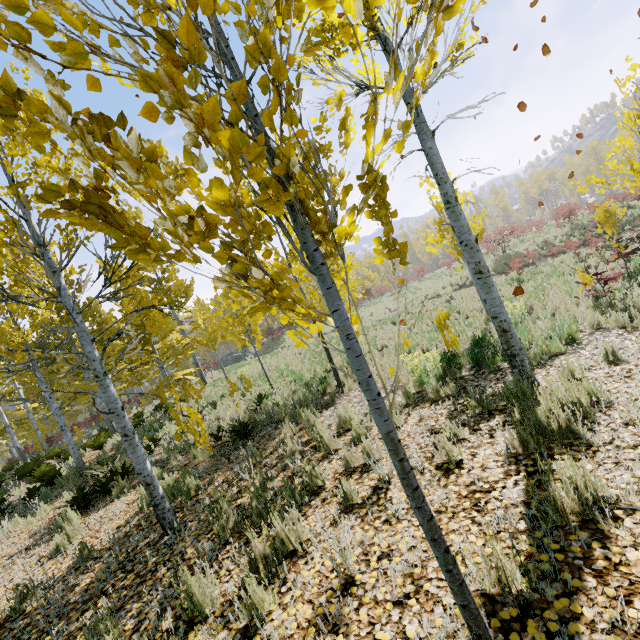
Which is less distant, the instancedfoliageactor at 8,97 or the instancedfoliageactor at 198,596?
the instancedfoliageactor at 8,97

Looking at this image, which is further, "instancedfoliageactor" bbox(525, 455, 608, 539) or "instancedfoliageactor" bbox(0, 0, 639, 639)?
"instancedfoliageactor" bbox(525, 455, 608, 539)

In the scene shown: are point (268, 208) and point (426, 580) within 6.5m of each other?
yes

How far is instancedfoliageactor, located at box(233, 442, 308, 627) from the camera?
2.39m

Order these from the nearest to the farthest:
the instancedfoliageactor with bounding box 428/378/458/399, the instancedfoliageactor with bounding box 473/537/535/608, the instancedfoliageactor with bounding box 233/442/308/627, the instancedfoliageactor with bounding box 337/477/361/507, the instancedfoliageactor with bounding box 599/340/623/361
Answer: the instancedfoliageactor with bounding box 473/537/535/608, the instancedfoliageactor with bounding box 233/442/308/627, the instancedfoliageactor with bounding box 337/477/361/507, the instancedfoliageactor with bounding box 599/340/623/361, the instancedfoliageactor with bounding box 428/378/458/399

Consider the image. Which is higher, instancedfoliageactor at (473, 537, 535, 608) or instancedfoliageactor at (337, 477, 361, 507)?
instancedfoliageactor at (473, 537, 535, 608)

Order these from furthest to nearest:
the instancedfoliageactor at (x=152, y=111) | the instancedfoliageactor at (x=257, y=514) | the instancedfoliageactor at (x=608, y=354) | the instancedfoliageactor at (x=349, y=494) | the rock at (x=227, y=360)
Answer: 1. the rock at (x=227, y=360)
2. the instancedfoliageactor at (x=608, y=354)
3. the instancedfoliageactor at (x=349, y=494)
4. the instancedfoliageactor at (x=257, y=514)
5. the instancedfoliageactor at (x=152, y=111)
